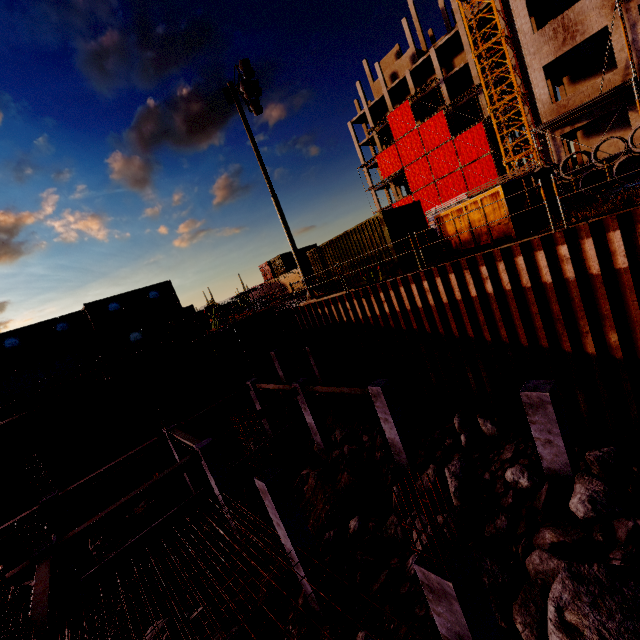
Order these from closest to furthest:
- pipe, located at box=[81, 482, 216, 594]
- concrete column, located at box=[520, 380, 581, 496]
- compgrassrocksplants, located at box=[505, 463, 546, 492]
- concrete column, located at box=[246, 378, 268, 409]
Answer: concrete column, located at box=[520, 380, 581, 496]
compgrassrocksplants, located at box=[505, 463, 546, 492]
pipe, located at box=[81, 482, 216, 594]
concrete column, located at box=[246, 378, 268, 409]

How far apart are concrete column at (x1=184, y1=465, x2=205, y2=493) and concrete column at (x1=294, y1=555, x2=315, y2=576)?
9.3m

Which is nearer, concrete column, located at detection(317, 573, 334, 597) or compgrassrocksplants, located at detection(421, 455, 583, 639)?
compgrassrocksplants, located at detection(421, 455, 583, 639)

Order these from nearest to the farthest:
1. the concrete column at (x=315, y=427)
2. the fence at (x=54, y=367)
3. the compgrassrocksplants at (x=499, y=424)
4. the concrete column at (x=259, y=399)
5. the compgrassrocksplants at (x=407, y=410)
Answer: the compgrassrocksplants at (x=499, y=424), the compgrassrocksplants at (x=407, y=410), the concrete column at (x=315, y=427), the fence at (x=54, y=367), the concrete column at (x=259, y=399)

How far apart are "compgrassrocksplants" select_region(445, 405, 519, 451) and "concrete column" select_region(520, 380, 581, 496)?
1.7 meters

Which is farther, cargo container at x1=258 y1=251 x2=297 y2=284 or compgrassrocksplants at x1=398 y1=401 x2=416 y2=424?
cargo container at x1=258 y1=251 x2=297 y2=284

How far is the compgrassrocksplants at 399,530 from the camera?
9.66m

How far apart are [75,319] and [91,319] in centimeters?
265cm
